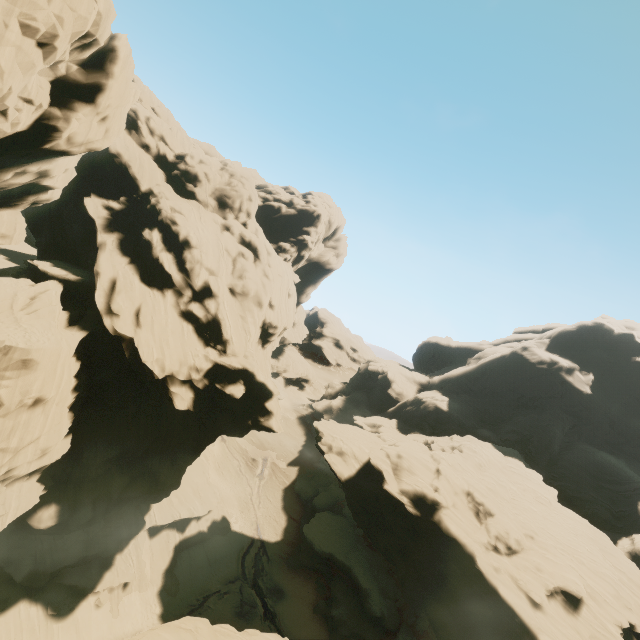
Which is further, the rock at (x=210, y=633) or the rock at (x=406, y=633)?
the rock at (x=406, y=633)

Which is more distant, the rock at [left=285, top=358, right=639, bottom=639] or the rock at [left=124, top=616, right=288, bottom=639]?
the rock at [left=285, top=358, right=639, bottom=639]

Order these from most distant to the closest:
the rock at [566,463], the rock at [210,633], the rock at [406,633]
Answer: the rock at [406,633] → the rock at [566,463] → the rock at [210,633]

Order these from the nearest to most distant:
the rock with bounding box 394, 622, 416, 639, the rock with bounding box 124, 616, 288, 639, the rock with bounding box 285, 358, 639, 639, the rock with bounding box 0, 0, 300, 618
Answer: the rock with bounding box 124, 616, 288, 639
the rock with bounding box 0, 0, 300, 618
the rock with bounding box 285, 358, 639, 639
the rock with bounding box 394, 622, 416, 639

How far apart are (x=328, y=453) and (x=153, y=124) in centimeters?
4820cm
